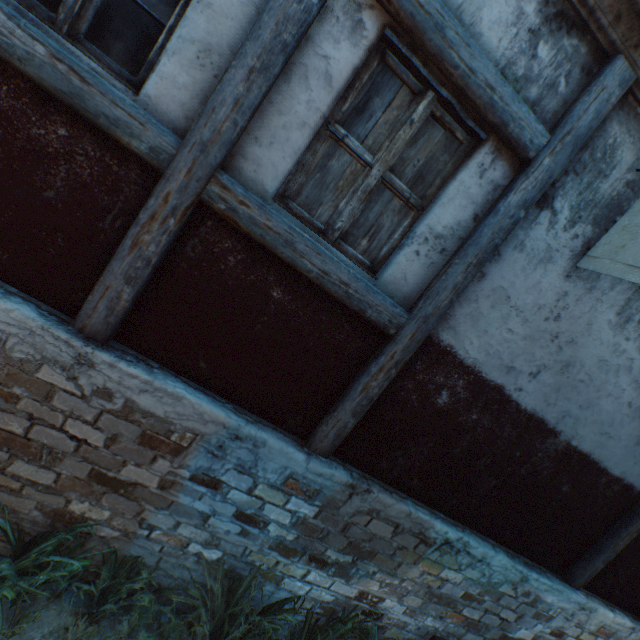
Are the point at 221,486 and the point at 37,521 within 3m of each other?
yes

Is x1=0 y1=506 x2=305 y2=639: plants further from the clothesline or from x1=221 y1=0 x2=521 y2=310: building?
the clothesline

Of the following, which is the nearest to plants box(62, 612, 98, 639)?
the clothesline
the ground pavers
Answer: the ground pavers

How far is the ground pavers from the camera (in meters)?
2.55

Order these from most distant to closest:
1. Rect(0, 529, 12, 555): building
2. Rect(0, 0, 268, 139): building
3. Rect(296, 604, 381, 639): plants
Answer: Rect(296, 604, 381, 639): plants → Rect(0, 529, 12, 555): building → Rect(0, 0, 268, 139): building

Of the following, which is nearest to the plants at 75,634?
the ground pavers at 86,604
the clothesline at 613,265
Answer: the ground pavers at 86,604
